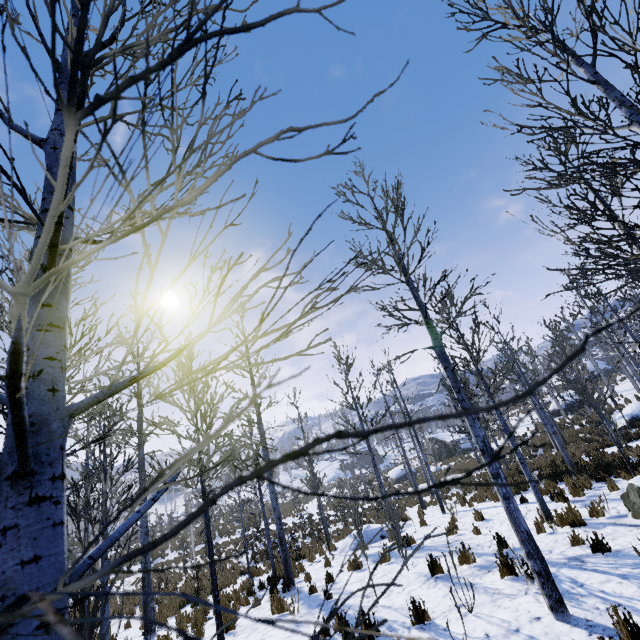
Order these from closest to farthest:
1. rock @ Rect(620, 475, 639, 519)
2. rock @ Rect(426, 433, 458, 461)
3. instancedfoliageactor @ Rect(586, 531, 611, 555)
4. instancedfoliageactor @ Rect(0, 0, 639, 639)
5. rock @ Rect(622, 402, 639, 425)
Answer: instancedfoliageactor @ Rect(0, 0, 639, 639) → instancedfoliageactor @ Rect(586, 531, 611, 555) → rock @ Rect(620, 475, 639, 519) → rock @ Rect(622, 402, 639, 425) → rock @ Rect(426, 433, 458, 461)

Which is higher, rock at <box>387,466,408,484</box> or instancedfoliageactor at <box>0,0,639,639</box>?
instancedfoliageactor at <box>0,0,639,639</box>

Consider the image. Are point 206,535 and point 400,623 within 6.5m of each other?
yes

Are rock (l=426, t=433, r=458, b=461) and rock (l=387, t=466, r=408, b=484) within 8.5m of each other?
yes

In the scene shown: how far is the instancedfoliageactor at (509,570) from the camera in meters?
5.7

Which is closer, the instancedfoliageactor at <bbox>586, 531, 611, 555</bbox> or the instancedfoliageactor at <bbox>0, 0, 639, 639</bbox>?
the instancedfoliageactor at <bbox>0, 0, 639, 639</bbox>

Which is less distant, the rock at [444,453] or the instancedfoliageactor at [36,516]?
the instancedfoliageactor at [36,516]

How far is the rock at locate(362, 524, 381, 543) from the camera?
12.9m
